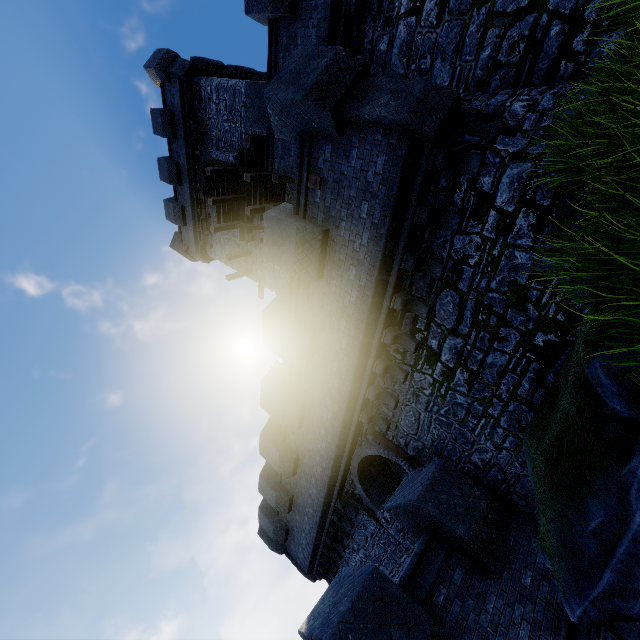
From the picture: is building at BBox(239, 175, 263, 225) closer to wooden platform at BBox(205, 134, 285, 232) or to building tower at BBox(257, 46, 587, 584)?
wooden platform at BBox(205, 134, 285, 232)

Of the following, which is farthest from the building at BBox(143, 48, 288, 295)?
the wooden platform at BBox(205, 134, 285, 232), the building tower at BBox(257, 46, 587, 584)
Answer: the building tower at BBox(257, 46, 587, 584)

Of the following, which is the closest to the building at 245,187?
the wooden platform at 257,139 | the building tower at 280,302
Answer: the wooden platform at 257,139

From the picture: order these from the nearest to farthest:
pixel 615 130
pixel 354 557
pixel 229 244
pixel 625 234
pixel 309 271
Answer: pixel 625 234
pixel 615 130
pixel 309 271
pixel 354 557
pixel 229 244

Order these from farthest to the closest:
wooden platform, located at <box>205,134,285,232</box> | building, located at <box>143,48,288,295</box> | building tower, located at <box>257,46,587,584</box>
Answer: building, located at <box>143,48,288,295</box> → wooden platform, located at <box>205,134,285,232</box> → building tower, located at <box>257,46,587,584</box>
